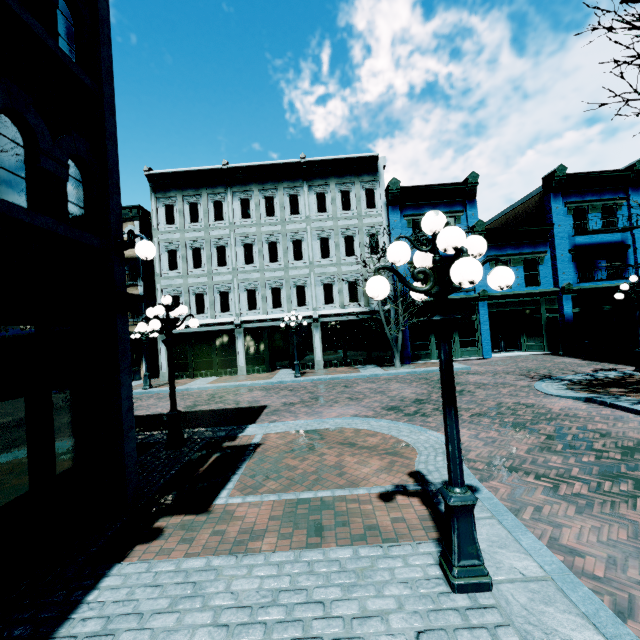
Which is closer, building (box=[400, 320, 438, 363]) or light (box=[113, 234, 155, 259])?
light (box=[113, 234, 155, 259])

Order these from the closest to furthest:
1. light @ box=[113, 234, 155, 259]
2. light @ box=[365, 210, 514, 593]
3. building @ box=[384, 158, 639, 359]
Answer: light @ box=[365, 210, 514, 593]
light @ box=[113, 234, 155, 259]
building @ box=[384, 158, 639, 359]

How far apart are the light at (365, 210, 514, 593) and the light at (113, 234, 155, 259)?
3.8m

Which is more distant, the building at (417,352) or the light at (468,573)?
the building at (417,352)

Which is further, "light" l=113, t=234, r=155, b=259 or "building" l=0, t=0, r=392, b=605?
"light" l=113, t=234, r=155, b=259

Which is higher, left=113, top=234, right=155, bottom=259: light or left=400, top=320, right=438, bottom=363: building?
left=113, top=234, right=155, bottom=259: light

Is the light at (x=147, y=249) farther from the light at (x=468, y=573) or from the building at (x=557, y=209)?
the building at (x=557, y=209)

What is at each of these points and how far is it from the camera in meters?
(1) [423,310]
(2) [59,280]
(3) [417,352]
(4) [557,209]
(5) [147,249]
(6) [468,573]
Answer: (1) building, 20.2 m
(2) building, 4.2 m
(3) building, 20.2 m
(4) building, 20.2 m
(5) light, 5.1 m
(6) light, 3.0 m
